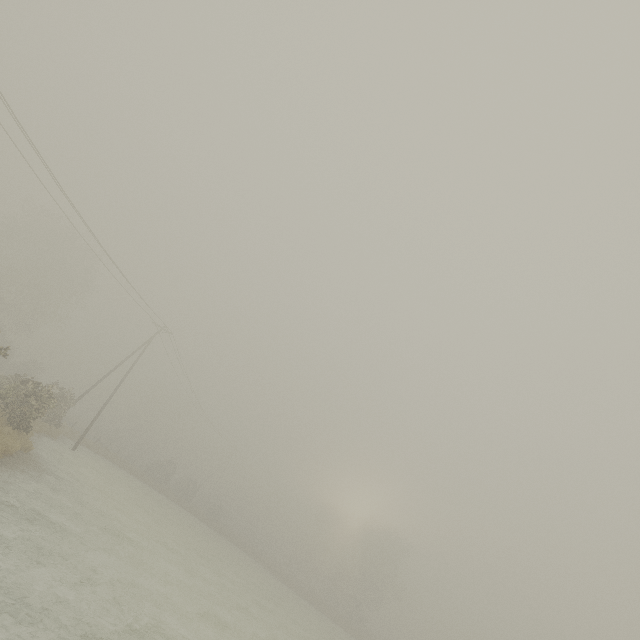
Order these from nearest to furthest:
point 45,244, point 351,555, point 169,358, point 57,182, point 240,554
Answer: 1. point 57,182
2. point 169,358
3. point 240,554
4. point 45,244
5. point 351,555

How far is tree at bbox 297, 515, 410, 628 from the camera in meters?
46.7 m

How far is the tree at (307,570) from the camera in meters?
46.7 m
